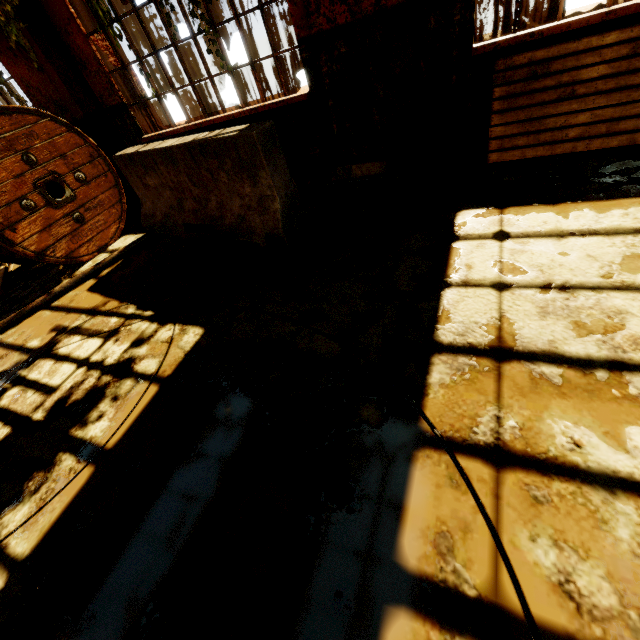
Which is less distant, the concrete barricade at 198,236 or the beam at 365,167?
the concrete barricade at 198,236

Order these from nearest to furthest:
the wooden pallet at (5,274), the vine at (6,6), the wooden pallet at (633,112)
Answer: the wooden pallet at (633,112), the vine at (6,6), the wooden pallet at (5,274)

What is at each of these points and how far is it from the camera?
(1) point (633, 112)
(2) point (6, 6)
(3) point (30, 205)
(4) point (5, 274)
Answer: (1) wooden pallet, 2.82m
(2) vine, 3.67m
(3) cable drum, 4.03m
(4) wooden pallet, 5.05m

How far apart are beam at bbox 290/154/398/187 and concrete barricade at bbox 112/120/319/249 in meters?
0.8 m

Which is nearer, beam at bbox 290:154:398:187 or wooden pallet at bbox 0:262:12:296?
beam at bbox 290:154:398:187

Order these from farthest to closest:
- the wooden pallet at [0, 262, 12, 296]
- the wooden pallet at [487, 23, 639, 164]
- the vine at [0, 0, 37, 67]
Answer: the wooden pallet at [0, 262, 12, 296] → the vine at [0, 0, 37, 67] → the wooden pallet at [487, 23, 639, 164]

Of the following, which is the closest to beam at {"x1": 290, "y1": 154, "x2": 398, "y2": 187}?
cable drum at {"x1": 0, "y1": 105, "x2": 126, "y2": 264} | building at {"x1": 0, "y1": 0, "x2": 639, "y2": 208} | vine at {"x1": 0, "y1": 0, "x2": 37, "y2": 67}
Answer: building at {"x1": 0, "y1": 0, "x2": 639, "y2": 208}

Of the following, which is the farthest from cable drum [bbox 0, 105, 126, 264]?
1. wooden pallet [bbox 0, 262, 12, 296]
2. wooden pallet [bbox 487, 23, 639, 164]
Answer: wooden pallet [bbox 487, 23, 639, 164]
